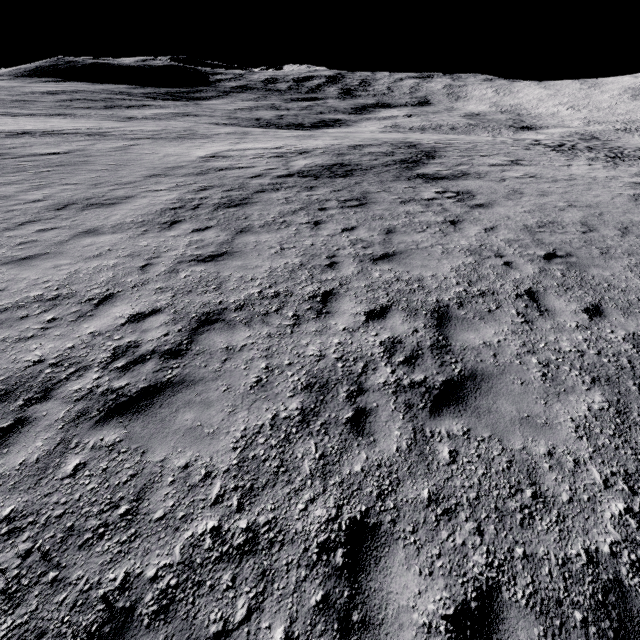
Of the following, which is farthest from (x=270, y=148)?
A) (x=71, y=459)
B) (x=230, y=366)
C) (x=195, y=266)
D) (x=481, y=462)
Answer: (x=481, y=462)
